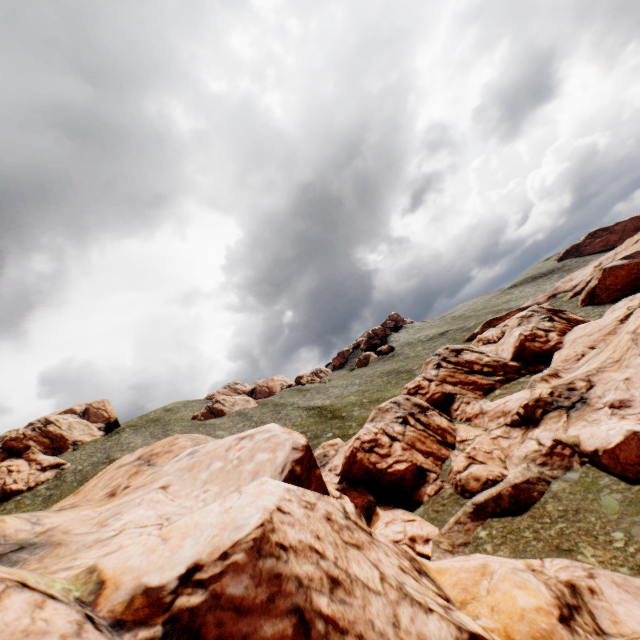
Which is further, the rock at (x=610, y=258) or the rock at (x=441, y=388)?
the rock at (x=610, y=258)

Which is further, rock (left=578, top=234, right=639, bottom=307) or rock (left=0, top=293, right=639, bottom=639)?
rock (left=578, top=234, right=639, bottom=307)

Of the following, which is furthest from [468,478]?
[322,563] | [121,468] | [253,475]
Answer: [121,468]
